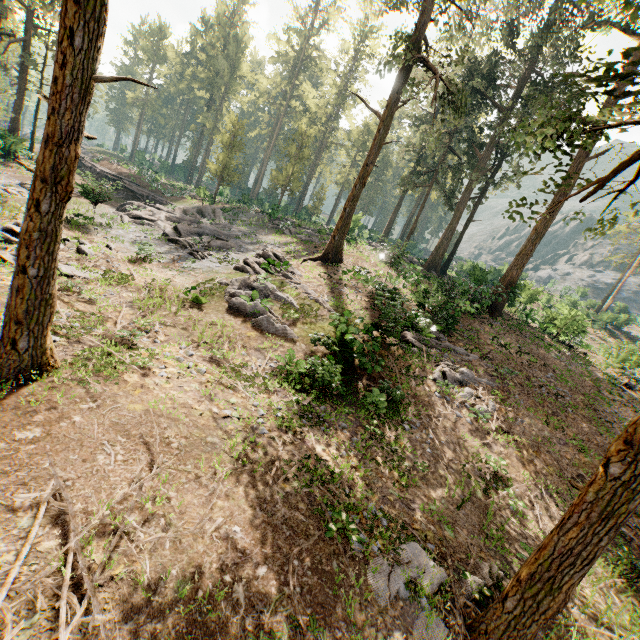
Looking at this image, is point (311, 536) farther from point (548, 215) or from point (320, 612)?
point (548, 215)

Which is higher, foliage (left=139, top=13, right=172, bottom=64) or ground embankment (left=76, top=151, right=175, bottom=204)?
foliage (left=139, top=13, right=172, bottom=64)

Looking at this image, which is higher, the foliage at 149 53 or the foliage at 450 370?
the foliage at 149 53

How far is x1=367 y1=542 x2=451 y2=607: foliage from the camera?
6.3 meters

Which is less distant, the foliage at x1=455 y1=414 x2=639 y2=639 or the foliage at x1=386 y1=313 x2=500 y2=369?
the foliage at x1=455 y1=414 x2=639 y2=639

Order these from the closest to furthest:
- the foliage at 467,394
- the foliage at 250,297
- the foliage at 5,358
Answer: the foliage at 5,358, the foliage at 467,394, the foliage at 250,297

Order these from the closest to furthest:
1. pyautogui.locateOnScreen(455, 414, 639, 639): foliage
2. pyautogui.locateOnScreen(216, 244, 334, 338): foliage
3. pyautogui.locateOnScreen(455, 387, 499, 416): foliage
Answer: pyautogui.locateOnScreen(455, 414, 639, 639): foliage → pyautogui.locateOnScreen(455, 387, 499, 416): foliage → pyautogui.locateOnScreen(216, 244, 334, 338): foliage
